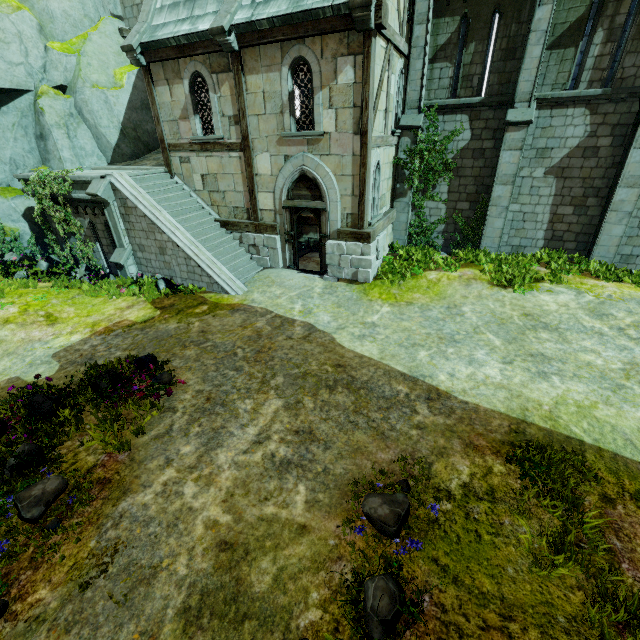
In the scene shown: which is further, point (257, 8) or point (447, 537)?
point (257, 8)

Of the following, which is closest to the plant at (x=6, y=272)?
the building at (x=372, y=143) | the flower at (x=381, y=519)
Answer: the building at (x=372, y=143)

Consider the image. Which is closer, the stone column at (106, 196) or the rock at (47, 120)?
the stone column at (106, 196)

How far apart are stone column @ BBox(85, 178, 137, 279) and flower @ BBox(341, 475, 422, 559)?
11.86m

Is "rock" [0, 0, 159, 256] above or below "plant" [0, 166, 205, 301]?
above

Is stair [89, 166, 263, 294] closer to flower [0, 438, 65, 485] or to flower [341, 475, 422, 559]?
flower [0, 438, 65, 485]

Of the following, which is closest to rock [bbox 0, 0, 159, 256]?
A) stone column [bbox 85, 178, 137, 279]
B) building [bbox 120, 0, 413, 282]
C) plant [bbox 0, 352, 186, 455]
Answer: building [bbox 120, 0, 413, 282]

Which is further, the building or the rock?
the rock
